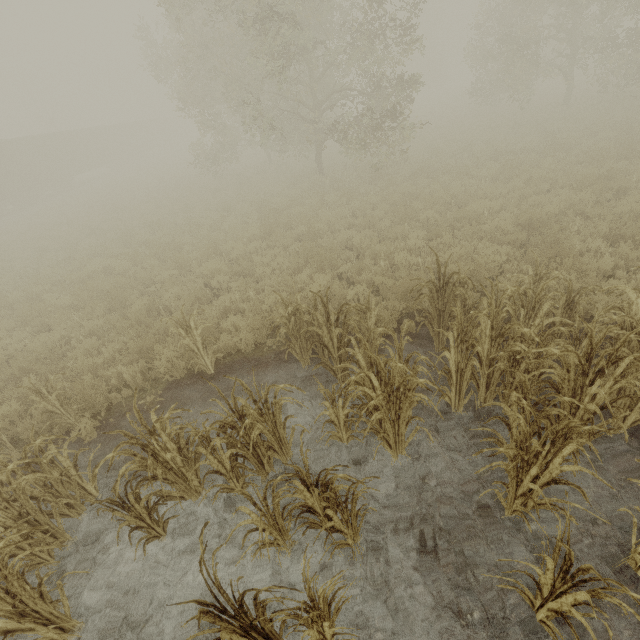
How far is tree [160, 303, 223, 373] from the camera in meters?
5.5

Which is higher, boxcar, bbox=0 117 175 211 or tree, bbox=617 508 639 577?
boxcar, bbox=0 117 175 211

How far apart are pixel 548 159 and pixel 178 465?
14.6m

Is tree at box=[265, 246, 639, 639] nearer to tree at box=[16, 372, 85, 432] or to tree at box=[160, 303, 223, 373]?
tree at box=[160, 303, 223, 373]

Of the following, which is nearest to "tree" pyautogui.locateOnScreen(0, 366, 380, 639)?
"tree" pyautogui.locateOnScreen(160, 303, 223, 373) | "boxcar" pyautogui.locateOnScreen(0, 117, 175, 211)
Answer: "tree" pyautogui.locateOnScreen(160, 303, 223, 373)

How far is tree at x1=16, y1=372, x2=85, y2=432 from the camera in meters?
5.0

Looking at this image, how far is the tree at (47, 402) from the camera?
5.0 meters

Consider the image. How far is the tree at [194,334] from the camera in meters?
5.5
